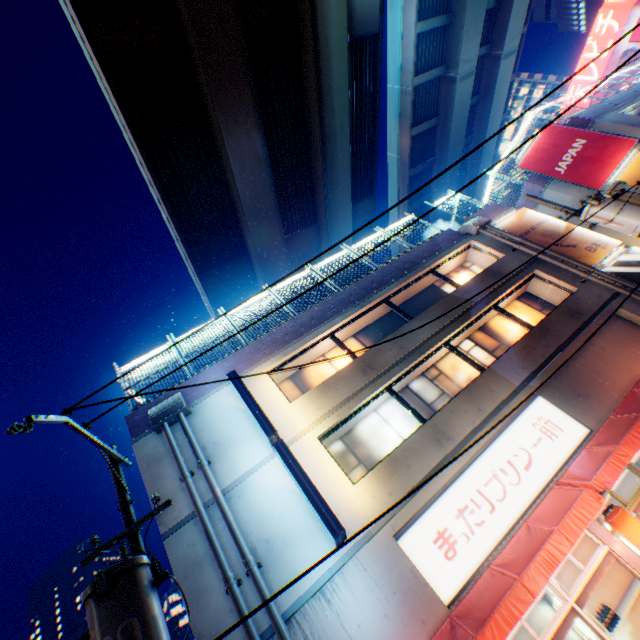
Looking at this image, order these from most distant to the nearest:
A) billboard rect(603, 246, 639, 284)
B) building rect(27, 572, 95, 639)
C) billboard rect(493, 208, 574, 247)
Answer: building rect(27, 572, 95, 639), billboard rect(493, 208, 574, 247), billboard rect(603, 246, 639, 284)

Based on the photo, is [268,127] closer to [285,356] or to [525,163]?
[525,163]

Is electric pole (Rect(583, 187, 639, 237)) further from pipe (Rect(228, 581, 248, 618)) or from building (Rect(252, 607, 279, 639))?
pipe (Rect(228, 581, 248, 618))

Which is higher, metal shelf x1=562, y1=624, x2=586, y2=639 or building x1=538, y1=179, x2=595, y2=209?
building x1=538, y1=179, x2=595, y2=209

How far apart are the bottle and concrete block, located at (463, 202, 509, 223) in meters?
13.9 m

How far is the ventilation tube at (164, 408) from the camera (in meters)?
9.47

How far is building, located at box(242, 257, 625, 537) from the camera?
8.3m

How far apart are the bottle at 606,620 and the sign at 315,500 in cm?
585
